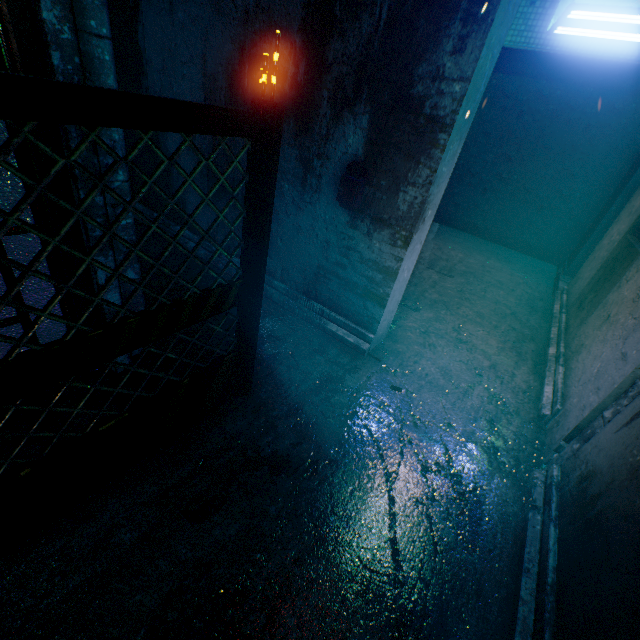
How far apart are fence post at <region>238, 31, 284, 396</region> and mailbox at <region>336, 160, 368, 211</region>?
1.0 meters

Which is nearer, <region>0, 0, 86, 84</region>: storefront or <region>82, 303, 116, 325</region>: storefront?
<region>0, 0, 86, 84</region>: storefront

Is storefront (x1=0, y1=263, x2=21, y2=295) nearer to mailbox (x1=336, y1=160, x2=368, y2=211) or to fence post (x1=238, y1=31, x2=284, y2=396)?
fence post (x1=238, y1=31, x2=284, y2=396)

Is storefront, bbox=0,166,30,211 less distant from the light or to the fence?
the fence

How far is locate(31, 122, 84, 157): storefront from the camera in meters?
1.4

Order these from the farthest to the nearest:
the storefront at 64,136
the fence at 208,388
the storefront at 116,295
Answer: the storefront at 116,295
the storefront at 64,136
the fence at 208,388

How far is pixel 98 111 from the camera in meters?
0.9 m

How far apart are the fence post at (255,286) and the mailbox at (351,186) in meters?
1.0
